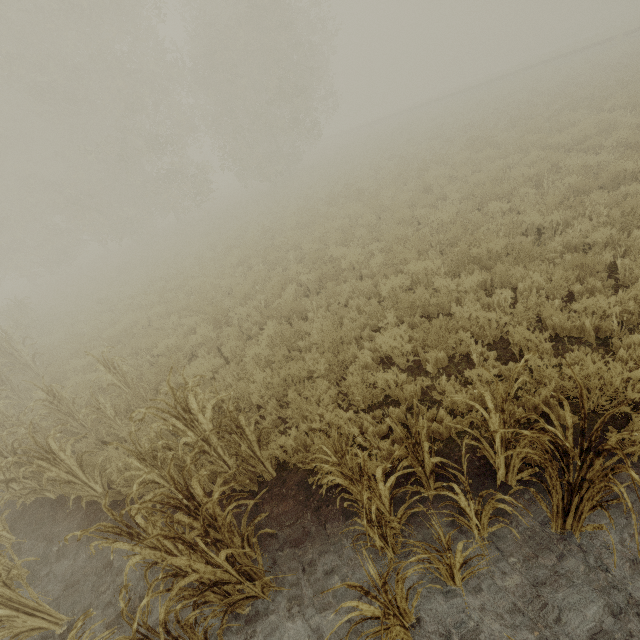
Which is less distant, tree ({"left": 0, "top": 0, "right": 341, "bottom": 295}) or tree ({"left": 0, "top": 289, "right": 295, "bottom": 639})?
tree ({"left": 0, "top": 289, "right": 295, "bottom": 639})

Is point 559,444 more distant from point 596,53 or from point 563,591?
point 596,53

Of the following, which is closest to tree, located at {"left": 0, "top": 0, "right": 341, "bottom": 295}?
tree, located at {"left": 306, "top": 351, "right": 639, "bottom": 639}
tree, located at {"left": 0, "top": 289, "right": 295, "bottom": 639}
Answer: tree, located at {"left": 0, "top": 289, "right": 295, "bottom": 639}

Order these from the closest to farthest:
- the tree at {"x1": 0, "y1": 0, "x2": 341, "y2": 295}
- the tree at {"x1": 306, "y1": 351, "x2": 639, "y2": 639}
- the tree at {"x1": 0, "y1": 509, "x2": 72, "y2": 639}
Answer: the tree at {"x1": 306, "y1": 351, "x2": 639, "y2": 639}, the tree at {"x1": 0, "y1": 509, "x2": 72, "y2": 639}, the tree at {"x1": 0, "y1": 0, "x2": 341, "y2": 295}

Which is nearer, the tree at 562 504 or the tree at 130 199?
the tree at 562 504

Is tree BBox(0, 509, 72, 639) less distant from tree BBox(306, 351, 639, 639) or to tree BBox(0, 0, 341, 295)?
tree BBox(306, 351, 639, 639)

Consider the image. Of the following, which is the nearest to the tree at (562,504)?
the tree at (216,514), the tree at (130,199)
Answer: the tree at (216,514)
